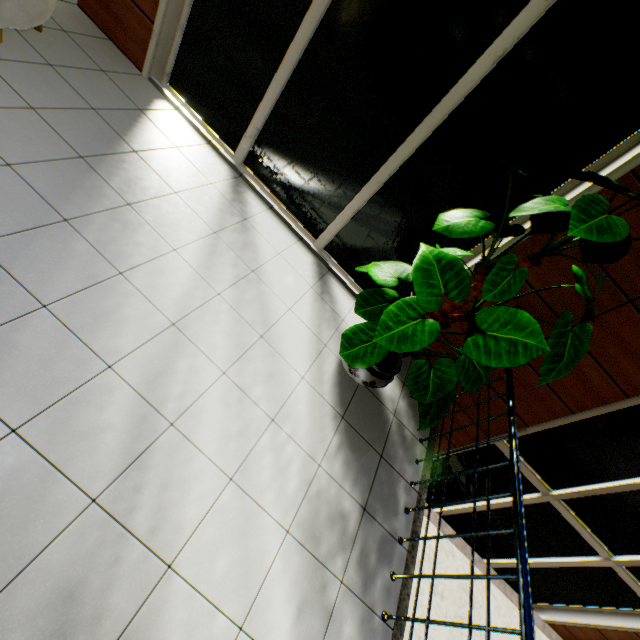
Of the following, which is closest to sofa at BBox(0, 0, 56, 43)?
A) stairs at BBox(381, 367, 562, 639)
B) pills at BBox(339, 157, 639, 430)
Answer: pills at BBox(339, 157, 639, 430)

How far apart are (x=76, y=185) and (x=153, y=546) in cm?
248

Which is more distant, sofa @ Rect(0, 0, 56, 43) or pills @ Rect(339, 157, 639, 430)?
sofa @ Rect(0, 0, 56, 43)

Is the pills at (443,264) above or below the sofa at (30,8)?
above

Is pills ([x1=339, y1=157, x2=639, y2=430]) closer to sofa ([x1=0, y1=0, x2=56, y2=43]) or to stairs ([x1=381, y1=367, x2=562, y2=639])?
stairs ([x1=381, y1=367, x2=562, y2=639])

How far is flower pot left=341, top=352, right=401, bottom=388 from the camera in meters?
2.9

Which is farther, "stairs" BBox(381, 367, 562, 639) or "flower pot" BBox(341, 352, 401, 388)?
Answer: "flower pot" BBox(341, 352, 401, 388)

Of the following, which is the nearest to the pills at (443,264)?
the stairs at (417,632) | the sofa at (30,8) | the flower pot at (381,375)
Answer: the flower pot at (381,375)
